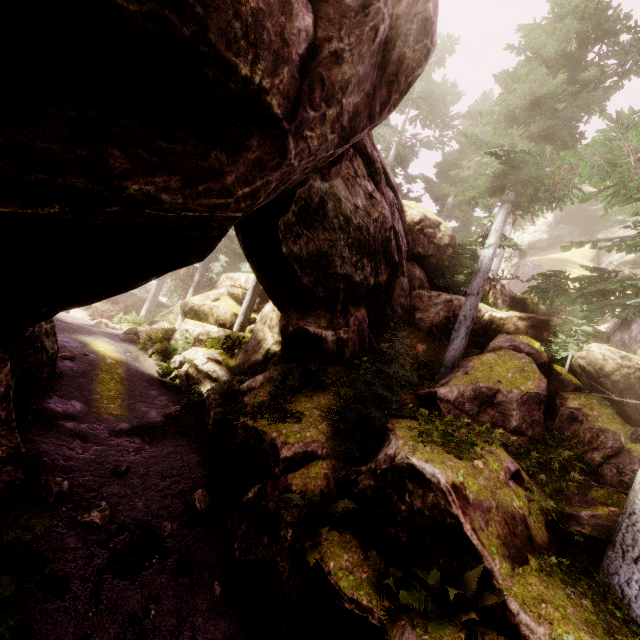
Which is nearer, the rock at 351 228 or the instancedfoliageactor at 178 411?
the rock at 351 228

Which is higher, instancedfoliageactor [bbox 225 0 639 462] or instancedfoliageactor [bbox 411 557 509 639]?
instancedfoliageactor [bbox 225 0 639 462]

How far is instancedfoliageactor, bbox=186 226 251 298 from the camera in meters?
26.9

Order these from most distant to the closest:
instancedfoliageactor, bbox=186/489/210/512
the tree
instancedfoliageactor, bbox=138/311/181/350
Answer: the tree
instancedfoliageactor, bbox=138/311/181/350
instancedfoliageactor, bbox=186/489/210/512

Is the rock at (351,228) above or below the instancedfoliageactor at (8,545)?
above

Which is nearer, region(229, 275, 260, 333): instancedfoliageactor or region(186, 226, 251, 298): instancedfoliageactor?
region(229, 275, 260, 333): instancedfoliageactor

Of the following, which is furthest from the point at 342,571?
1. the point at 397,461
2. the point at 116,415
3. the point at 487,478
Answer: the point at 116,415
